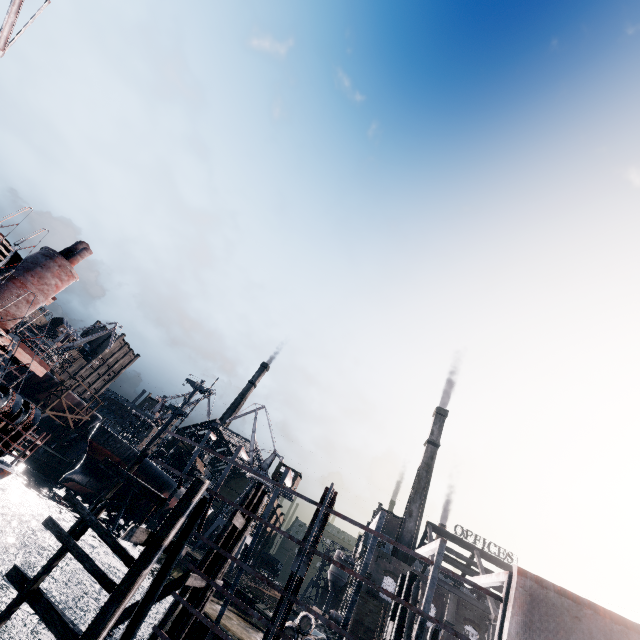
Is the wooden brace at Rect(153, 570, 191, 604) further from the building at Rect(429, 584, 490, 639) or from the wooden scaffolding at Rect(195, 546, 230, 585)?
the building at Rect(429, 584, 490, 639)

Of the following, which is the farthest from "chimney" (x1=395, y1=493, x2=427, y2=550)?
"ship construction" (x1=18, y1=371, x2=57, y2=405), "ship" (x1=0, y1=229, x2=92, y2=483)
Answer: "ship construction" (x1=18, y1=371, x2=57, y2=405)

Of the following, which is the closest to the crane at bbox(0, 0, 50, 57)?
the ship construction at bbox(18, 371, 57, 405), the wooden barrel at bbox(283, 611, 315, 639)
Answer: the ship construction at bbox(18, 371, 57, 405)

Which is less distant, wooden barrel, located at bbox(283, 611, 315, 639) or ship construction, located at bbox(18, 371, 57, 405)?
wooden barrel, located at bbox(283, 611, 315, 639)

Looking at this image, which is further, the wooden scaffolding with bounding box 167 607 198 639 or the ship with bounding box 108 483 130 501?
the ship with bounding box 108 483 130 501

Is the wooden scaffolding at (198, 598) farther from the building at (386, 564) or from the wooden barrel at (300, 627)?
the building at (386, 564)

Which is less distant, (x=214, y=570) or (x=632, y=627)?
(x=632, y=627)

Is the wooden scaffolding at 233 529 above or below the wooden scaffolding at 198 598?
above
